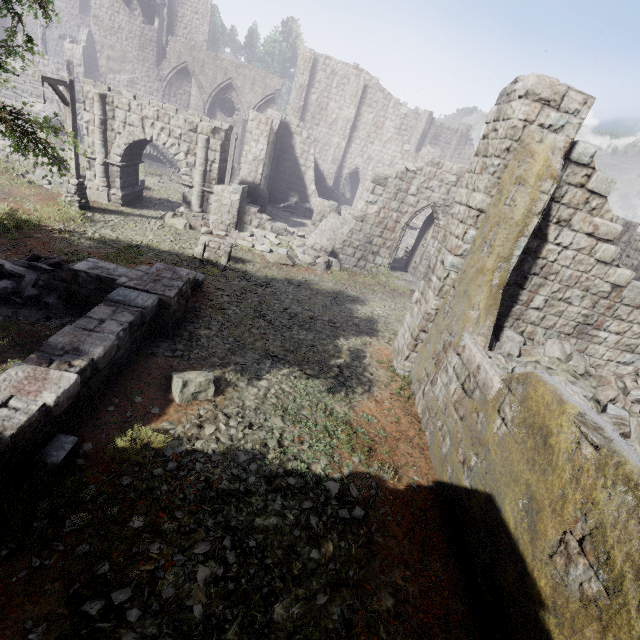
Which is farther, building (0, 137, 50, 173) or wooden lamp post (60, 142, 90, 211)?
building (0, 137, 50, 173)

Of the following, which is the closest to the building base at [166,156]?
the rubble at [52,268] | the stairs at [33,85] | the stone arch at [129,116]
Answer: the stairs at [33,85]

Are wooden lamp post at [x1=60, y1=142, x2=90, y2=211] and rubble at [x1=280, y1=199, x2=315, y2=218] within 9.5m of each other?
no

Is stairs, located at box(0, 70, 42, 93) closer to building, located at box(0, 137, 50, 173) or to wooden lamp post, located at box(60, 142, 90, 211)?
building, located at box(0, 137, 50, 173)

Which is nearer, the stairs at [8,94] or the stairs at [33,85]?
the stairs at [8,94]

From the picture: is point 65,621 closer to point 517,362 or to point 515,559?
point 515,559

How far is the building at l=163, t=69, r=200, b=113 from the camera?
29.5 meters

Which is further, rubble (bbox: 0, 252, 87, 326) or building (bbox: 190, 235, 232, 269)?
building (bbox: 190, 235, 232, 269)
